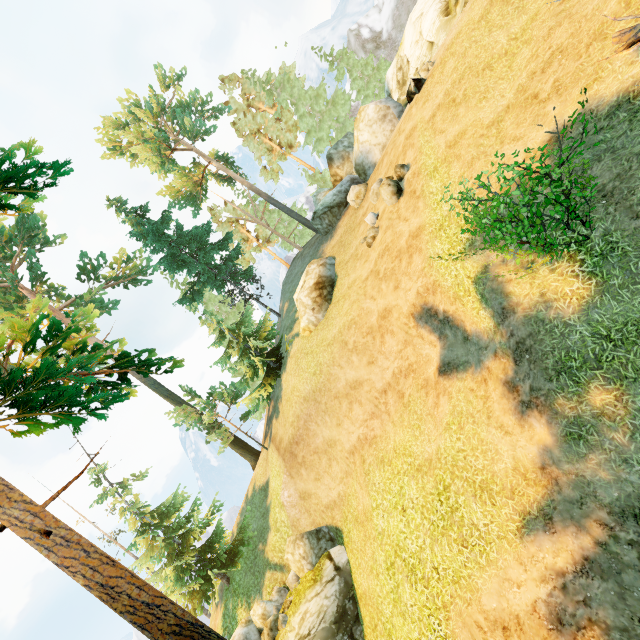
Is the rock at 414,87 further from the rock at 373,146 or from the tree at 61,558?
the tree at 61,558

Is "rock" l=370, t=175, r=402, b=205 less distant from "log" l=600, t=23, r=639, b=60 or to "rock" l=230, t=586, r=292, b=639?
"log" l=600, t=23, r=639, b=60

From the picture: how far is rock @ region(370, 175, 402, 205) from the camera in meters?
13.9

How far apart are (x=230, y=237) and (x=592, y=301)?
29.0 meters

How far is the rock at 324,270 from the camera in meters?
18.9 m

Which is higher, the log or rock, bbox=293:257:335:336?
rock, bbox=293:257:335:336

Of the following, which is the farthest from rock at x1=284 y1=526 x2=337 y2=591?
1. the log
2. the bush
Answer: the log

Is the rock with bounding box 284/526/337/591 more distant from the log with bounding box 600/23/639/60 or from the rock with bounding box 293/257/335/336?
the log with bounding box 600/23/639/60
